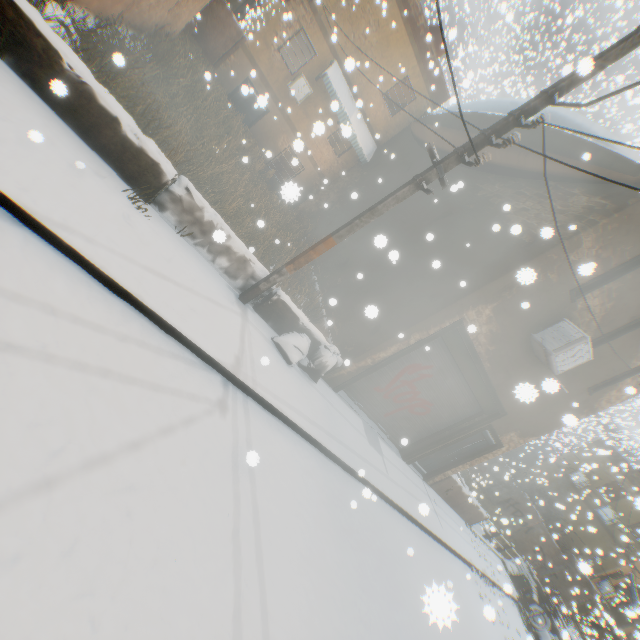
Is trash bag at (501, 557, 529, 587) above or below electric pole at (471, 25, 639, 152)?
below

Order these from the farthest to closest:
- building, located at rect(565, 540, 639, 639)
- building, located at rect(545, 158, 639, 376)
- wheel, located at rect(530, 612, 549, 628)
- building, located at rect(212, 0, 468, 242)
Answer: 1. building, located at rect(565, 540, 639, 639)
2. wheel, located at rect(530, 612, 549, 628)
3. building, located at rect(212, 0, 468, 242)
4. building, located at rect(545, 158, 639, 376)

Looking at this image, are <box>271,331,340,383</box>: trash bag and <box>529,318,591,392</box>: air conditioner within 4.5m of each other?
yes

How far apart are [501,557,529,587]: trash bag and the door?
7.35m

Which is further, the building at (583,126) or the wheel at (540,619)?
the wheel at (540,619)

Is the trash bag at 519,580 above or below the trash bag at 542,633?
above

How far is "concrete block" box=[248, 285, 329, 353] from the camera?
6.18m

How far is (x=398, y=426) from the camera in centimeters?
956cm
